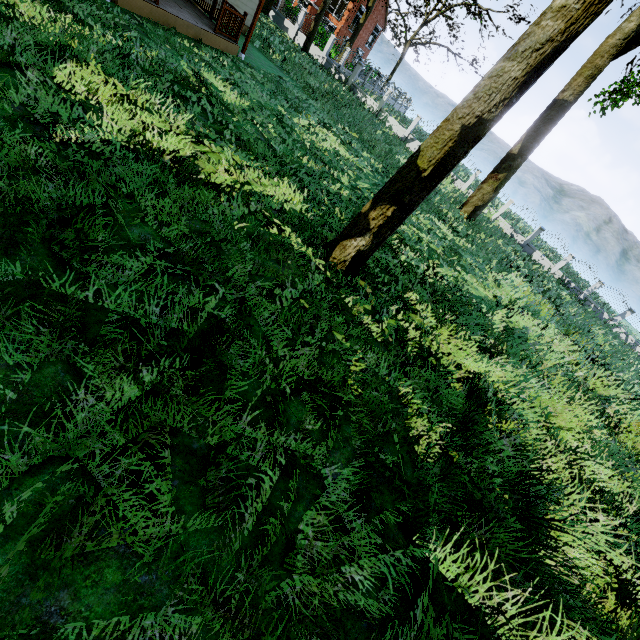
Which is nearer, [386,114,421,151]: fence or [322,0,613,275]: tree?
[322,0,613,275]: tree

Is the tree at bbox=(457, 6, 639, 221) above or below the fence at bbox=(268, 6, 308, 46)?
above

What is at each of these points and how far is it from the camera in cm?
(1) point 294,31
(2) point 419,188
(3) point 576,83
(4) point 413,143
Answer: (1) fence, 2700
(2) tree, 555
(3) tree, 1472
(4) fence, 2625

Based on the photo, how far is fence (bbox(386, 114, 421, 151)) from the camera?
25.6 meters

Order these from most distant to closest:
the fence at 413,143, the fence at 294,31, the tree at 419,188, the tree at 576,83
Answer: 1. the fence at 294,31
2. the fence at 413,143
3. the tree at 576,83
4. the tree at 419,188

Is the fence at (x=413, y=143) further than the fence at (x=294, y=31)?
No
